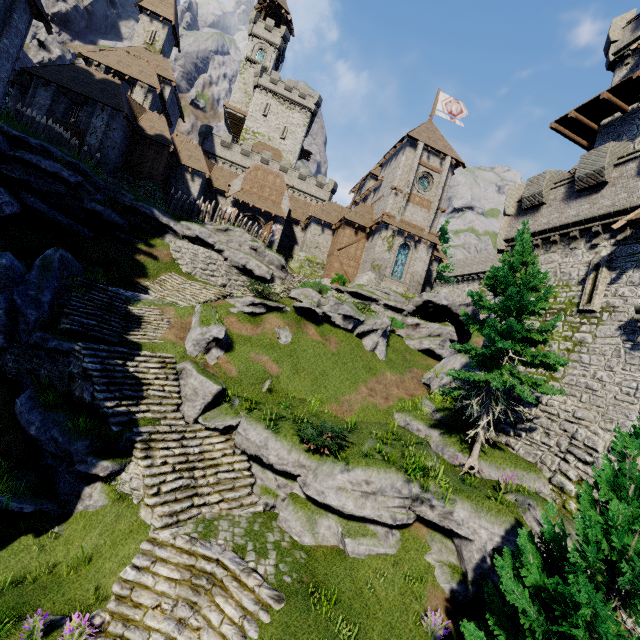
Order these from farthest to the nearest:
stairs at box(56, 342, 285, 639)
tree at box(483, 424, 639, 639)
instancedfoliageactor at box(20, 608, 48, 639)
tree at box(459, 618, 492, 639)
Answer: stairs at box(56, 342, 285, 639) < instancedfoliageactor at box(20, 608, 48, 639) < tree at box(459, 618, 492, 639) < tree at box(483, 424, 639, 639)

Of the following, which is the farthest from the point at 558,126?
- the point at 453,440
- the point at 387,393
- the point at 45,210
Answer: the point at 45,210

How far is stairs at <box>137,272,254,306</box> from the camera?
19.9 meters

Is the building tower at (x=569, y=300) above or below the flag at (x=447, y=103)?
below

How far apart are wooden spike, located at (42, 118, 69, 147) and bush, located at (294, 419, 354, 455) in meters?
23.7

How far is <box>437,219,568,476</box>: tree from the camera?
12.3 meters

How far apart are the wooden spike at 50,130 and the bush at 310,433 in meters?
23.7 m

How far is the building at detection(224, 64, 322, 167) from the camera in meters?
52.9 m
